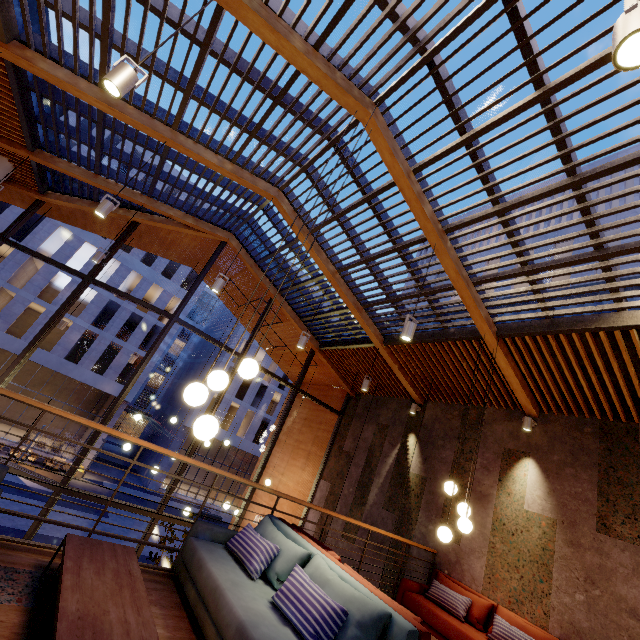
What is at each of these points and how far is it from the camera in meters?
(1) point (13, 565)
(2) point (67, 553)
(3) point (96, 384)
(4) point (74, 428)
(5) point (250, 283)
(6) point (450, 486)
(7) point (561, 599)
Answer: (1) building, 2.7
(2) coffee table, 2.5
(3) building, 26.2
(4) building, 31.2
(5) building, 10.2
(6) lamp, 4.8
(7) building, 4.8

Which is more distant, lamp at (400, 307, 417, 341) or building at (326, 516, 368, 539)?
building at (326, 516, 368, 539)

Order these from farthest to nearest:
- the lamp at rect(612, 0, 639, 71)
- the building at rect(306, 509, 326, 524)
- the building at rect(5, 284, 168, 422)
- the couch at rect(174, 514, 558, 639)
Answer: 1. the building at rect(5, 284, 168, 422)
2. the building at rect(306, 509, 326, 524)
3. the couch at rect(174, 514, 558, 639)
4. the lamp at rect(612, 0, 639, 71)

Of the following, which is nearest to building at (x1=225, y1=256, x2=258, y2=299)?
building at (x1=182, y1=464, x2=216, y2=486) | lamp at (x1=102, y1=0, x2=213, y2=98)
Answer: lamp at (x1=102, y1=0, x2=213, y2=98)

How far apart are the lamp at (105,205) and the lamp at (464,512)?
6.3m

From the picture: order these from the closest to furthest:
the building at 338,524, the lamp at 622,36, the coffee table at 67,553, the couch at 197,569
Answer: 1. the lamp at 622,36
2. the coffee table at 67,553
3. the couch at 197,569
4. the building at 338,524

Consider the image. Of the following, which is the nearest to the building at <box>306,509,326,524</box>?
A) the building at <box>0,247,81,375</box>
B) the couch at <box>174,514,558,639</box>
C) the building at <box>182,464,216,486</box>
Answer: the couch at <box>174,514,558,639</box>

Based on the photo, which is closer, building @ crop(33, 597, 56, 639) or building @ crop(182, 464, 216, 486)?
building @ crop(33, 597, 56, 639)
